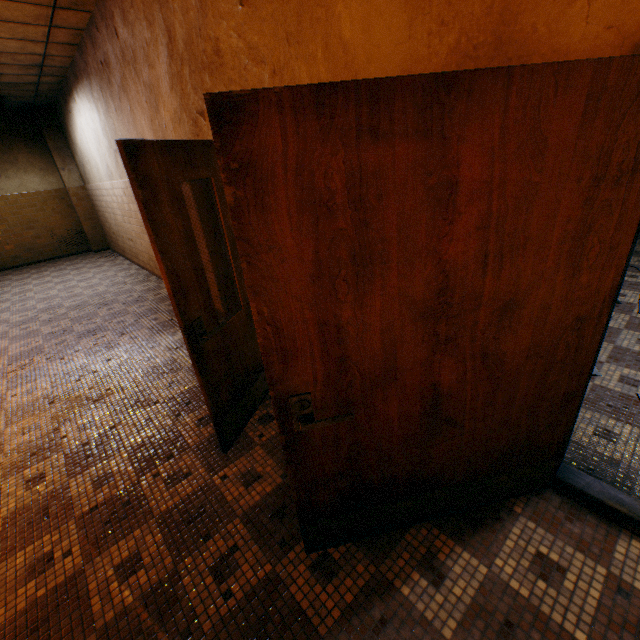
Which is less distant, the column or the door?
the door

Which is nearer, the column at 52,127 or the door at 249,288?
the door at 249,288

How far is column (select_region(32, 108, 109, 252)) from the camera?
8.91m

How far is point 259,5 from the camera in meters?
2.1

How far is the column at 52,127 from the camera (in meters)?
8.91
